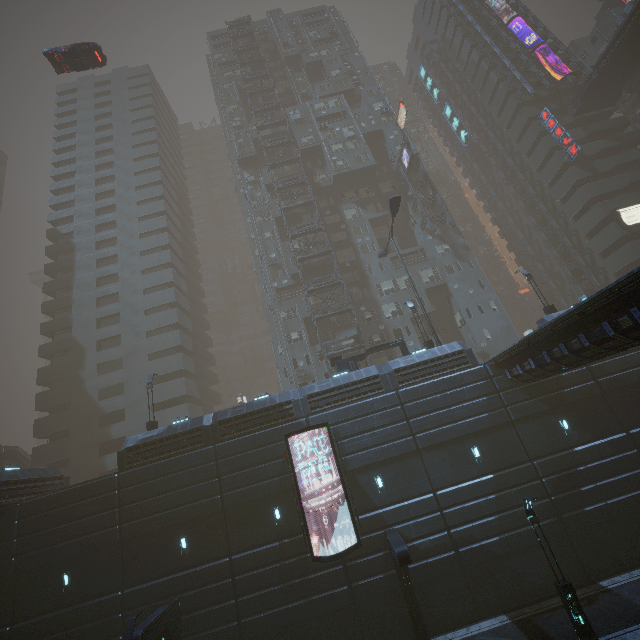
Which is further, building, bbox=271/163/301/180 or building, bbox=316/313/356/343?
building, bbox=271/163/301/180

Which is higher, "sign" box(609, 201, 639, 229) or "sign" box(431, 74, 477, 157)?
"sign" box(431, 74, 477, 157)

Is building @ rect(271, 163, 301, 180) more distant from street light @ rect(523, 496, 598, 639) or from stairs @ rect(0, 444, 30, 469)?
street light @ rect(523, 496, 598, 639)

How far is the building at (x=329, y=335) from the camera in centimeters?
3559cm

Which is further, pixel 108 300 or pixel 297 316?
pixel 108 300

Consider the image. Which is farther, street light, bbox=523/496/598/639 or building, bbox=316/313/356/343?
building, bbox=316/313/356/343

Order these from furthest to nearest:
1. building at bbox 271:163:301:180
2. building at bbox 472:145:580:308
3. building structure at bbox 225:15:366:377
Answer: building at bbox 472:145:580:308
building at bbox 271:163:301:180
building structure at bbox 225:15:366:377

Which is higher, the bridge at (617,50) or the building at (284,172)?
the building at (284,172)
